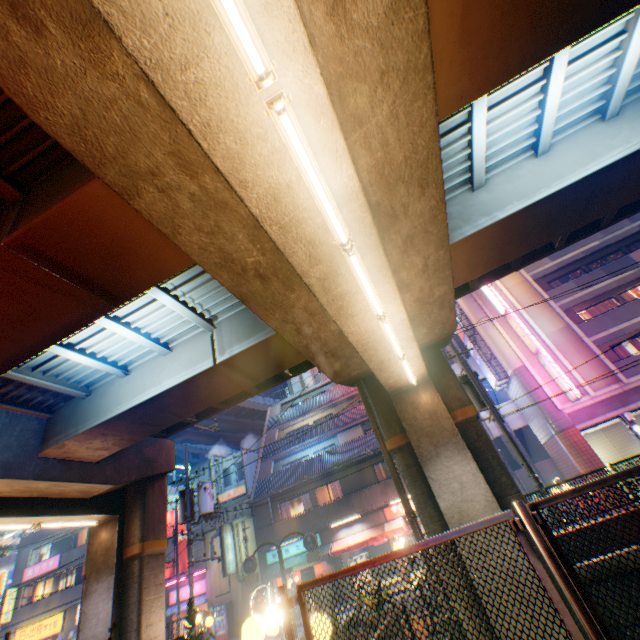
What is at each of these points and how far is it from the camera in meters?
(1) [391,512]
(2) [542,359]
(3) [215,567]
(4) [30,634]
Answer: (1) sign, 21.4
(2) sign, 21.0
(3) building, 26.0
(4) sign, 27.8

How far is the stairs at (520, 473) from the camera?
23.0m

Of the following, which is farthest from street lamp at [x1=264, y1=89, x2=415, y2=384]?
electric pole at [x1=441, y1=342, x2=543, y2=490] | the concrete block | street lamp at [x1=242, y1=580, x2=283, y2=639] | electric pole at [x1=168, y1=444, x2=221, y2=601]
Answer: the concrete block

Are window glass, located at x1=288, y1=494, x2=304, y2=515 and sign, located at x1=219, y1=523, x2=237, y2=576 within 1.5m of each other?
no

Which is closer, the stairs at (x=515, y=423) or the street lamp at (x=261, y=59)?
the street lamp at (x=261, y=59)

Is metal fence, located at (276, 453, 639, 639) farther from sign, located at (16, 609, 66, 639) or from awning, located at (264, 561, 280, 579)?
sign, located at (16, 609, 66, 639)

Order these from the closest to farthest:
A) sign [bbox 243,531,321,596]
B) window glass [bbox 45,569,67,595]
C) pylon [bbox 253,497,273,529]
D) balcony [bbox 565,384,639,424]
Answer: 1. sign [bbox 243,531,321,596]
2. balcony [bbox 565,384,639,424]
3. pylon [bbox 253,497,273,529]
4. window glass [bbox 45,569,67,595]

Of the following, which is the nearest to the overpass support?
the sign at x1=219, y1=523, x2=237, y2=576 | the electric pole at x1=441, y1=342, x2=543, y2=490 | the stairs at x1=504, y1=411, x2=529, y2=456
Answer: the electric pole at x1=441, y1=342, x2=543, y2=490
